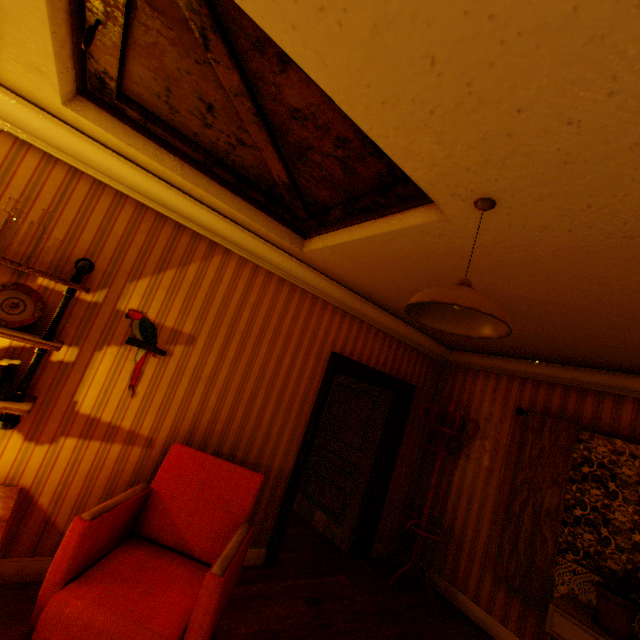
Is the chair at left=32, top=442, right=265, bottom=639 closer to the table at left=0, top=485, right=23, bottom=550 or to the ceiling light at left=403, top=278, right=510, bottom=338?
the table at left=0, top=485, right=23, bottom=550

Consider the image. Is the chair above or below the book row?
below

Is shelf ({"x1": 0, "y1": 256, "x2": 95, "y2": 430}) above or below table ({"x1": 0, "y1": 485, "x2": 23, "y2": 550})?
above

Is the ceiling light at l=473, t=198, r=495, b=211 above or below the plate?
above

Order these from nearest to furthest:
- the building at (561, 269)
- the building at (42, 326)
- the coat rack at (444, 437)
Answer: the building at (561, 269), the building at (42, 326), the coat rack at (444, 437)

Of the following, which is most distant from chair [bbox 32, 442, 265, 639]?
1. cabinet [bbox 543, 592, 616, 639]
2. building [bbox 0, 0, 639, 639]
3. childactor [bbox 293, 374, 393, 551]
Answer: cabinet [bbox 543, 592, 616, 639]

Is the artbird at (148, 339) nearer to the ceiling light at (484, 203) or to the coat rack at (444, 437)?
the ceiling light at (484, 203)

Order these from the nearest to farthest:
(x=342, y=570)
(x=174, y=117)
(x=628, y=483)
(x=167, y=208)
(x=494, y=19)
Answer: (x=494, y=19), (x=174, y=117), (x=167, y=208), (x=628, y=483), (x=342, y=570)
